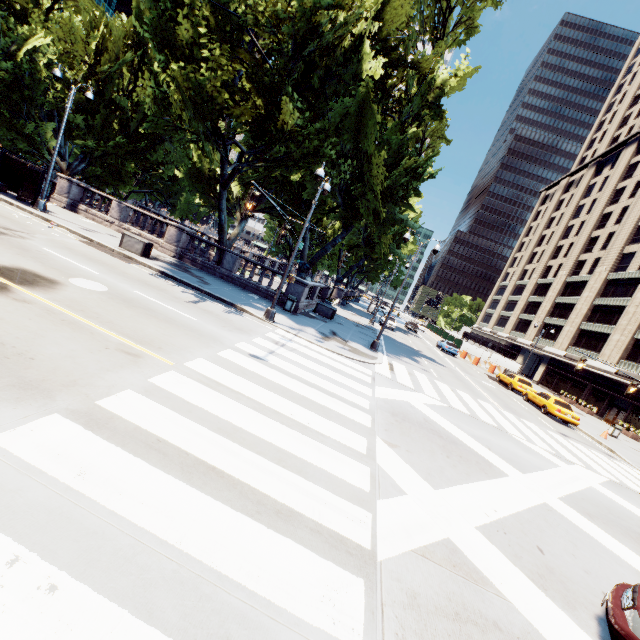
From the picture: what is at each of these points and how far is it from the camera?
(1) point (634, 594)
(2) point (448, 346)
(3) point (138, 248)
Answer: (1) vehicle, 4.6 meters
(2) vehicle, 38.8 meters
(3) container, 17.4 meters

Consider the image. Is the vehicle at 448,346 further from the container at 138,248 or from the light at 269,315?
the container at 138,248

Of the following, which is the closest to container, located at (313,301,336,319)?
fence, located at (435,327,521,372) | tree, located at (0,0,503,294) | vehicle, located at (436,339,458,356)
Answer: tree, located at (0,0,503,294)

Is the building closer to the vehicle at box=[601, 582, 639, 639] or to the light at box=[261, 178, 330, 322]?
the light at box=[261, 178, 330, 322]

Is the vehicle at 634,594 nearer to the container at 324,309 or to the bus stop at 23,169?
the container at 324,309

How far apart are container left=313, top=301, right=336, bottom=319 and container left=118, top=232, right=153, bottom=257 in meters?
11.4 m

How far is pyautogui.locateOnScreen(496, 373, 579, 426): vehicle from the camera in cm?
2244

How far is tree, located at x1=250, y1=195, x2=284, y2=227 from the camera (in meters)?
22.38
